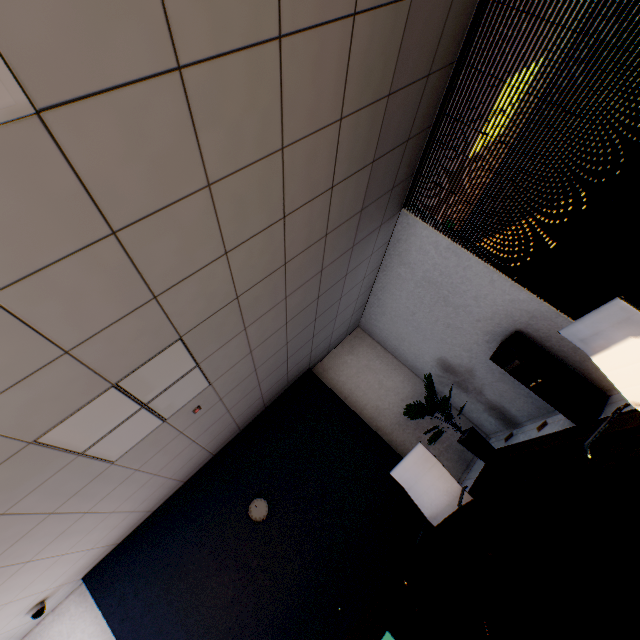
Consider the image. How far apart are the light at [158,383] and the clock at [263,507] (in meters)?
2.36

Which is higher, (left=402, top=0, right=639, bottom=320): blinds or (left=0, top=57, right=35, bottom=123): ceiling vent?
(left=0, top=57, right=35, bottom=123): ceiling vent

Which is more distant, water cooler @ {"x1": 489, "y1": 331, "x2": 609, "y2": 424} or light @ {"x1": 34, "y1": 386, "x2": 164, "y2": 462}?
water cooler @ {"x1": 489, "y1": 331, "x2": 609, "y2": 424}

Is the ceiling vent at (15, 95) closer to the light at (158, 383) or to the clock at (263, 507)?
the light at (158, 383)

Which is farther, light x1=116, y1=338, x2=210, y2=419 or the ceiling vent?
light x1=116, y1=338, x2=210, y2=419

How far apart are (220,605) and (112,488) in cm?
229

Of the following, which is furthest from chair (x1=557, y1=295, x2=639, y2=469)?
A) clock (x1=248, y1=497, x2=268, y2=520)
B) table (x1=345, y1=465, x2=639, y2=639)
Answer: clock (x1=248, y1=497, x2=268, y2=520)

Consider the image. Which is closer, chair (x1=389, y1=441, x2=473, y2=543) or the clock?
chair (x1=389, y1=441, x2=473, y2=543)
